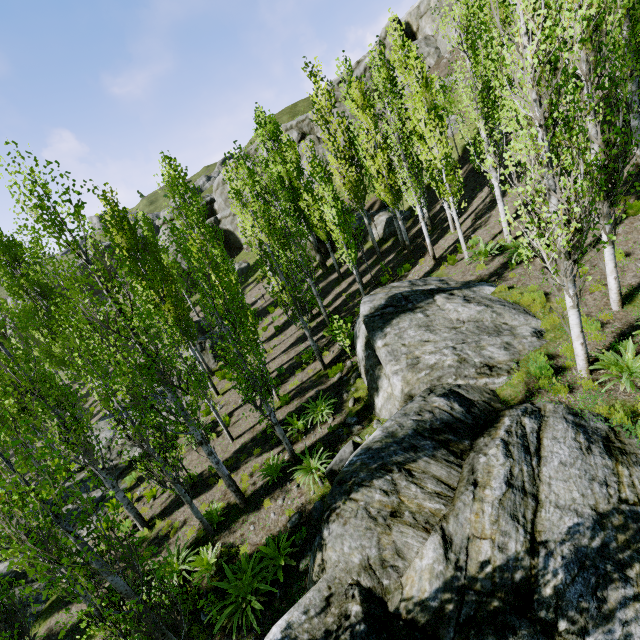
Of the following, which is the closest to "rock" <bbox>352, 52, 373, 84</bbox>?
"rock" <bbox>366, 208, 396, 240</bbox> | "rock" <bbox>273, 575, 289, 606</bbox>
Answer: "rock" <bbox>366, 208, 396, 240</bbox>

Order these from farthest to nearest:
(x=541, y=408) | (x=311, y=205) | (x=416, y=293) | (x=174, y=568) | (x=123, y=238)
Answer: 1. (x=311, y=205)
2. (x=123, y=238)
3. (x=416, y=293)
4. (x=174, y=568)
5. (x=541, y=408)

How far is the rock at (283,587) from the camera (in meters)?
7.01

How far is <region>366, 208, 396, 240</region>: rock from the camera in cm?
2367

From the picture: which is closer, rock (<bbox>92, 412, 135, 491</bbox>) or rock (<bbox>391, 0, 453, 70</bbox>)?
rock (<bbox>92, 412, 135, 491</bbox>)

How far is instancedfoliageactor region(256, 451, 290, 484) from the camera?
10.2 meters

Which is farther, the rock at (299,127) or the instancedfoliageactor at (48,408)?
the rock at (299,127)

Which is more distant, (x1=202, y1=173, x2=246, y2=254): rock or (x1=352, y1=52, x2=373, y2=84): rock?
(x1=202, y1=173, x2=246, y2=254): rock
